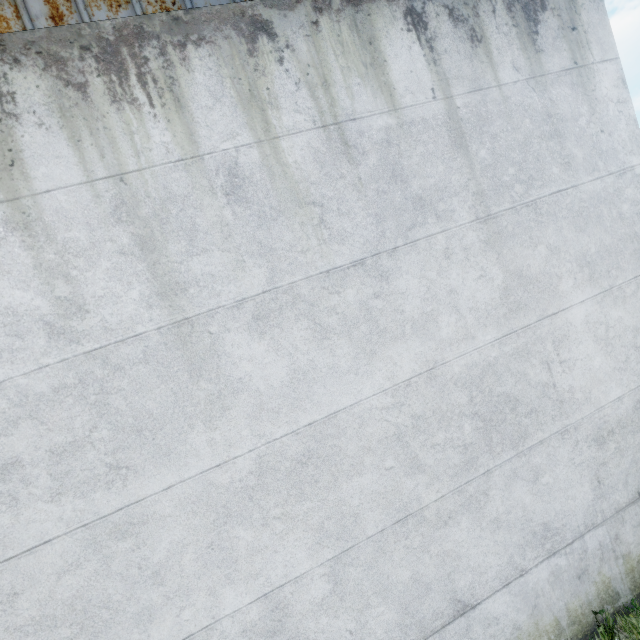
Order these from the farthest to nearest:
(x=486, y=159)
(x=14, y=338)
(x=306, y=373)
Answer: (x=486, y=159) < (x=306, y=373) < (x=14, y=338)
